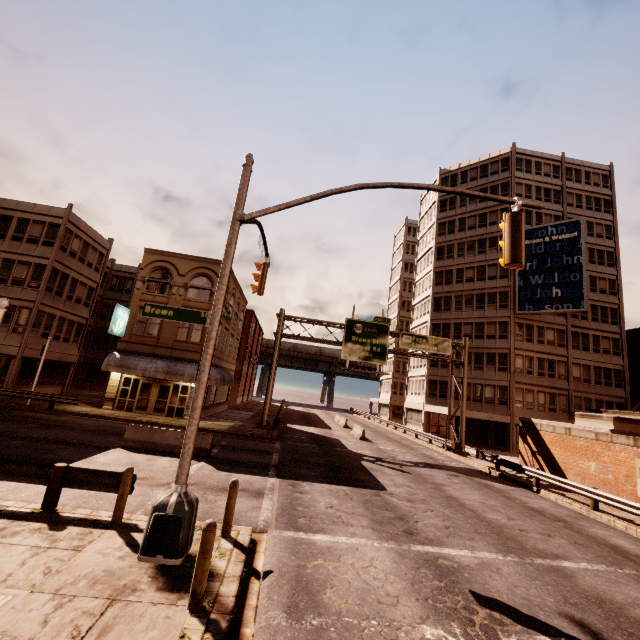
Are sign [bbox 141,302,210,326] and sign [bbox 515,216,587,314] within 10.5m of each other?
no

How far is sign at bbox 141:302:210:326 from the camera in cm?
745

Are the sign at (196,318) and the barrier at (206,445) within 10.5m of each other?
yes

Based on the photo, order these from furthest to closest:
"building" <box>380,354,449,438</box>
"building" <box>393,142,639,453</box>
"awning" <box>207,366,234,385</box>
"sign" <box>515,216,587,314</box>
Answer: "building" <box>380,354,449,438</box> < "building" <box>393,142,639,453</box> < "sign" <box>515,216,587,314</box> < "awning" <box>207,366,234,385</box>

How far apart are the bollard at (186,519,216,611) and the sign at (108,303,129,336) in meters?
23.3 m

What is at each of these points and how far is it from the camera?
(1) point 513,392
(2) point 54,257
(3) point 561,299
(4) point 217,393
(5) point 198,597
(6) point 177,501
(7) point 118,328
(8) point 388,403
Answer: (1) building, 35.44m
(2) building, 26.83m
(3) sign, 34.56m
(4) building, 32.38m
(5) bollard, 5.05m
(6) traffic light, 6.45m
(7) sign, 25.05m
(8) building, 55.47m

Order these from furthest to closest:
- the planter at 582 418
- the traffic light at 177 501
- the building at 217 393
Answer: the building at 217 393 → the planter at 582 418 → the traffic light at 177 501

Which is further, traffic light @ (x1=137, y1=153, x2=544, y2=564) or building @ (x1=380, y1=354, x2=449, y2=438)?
building @ (x1=380, y1=354, x2=449, y2=438)
